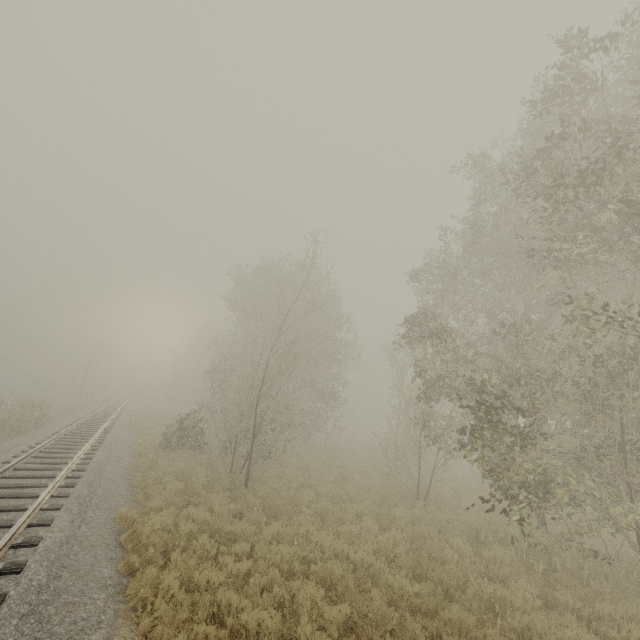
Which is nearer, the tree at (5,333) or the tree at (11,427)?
the tree at (11,427)

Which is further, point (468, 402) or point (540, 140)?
point (468, 402)

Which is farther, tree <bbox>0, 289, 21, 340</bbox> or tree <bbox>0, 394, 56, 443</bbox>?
tree <bbox>0, 289, 21, 340</bbox>

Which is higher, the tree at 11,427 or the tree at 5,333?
the tree at 5,333

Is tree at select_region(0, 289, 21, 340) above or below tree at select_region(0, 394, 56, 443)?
above
